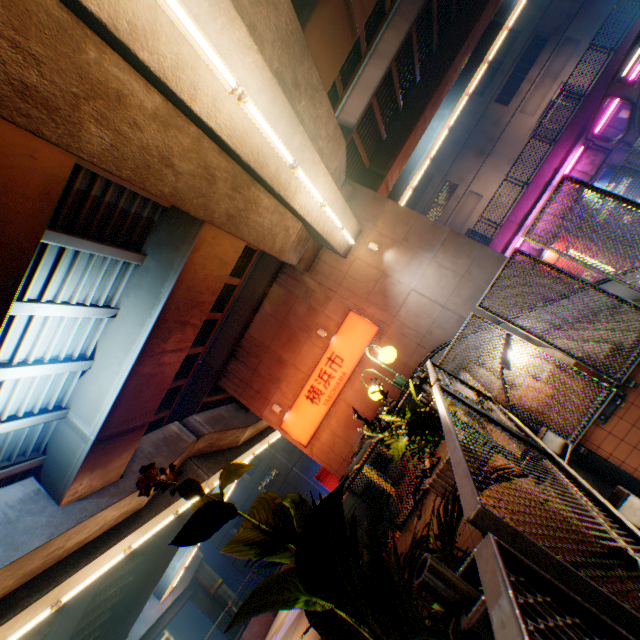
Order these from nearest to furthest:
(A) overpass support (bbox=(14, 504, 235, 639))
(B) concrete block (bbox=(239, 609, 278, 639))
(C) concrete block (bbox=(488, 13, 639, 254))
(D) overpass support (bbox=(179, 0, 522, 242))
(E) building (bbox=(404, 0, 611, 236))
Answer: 1. (D) overpass support (bbox=(179, 0, 522, 242))
2. (B) concrete block (bbox=(239, 609, 278, 639))
3. (C) concrete block (bbox=(488, 13, 639, 254))
4. (A) overpass support (bbox=(14, 504, 235, 639))
5. (E) building (bbox=(404, 0, 611, 236))

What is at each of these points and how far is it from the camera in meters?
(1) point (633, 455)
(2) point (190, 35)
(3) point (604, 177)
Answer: (1) steps, 5.1 m
(2) street lamp, 4.3 m
(3) billboard, 15.7 m

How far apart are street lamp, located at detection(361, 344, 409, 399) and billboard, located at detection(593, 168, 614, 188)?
15.9m

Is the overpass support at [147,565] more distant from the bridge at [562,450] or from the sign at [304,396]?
the sign at [304,396]

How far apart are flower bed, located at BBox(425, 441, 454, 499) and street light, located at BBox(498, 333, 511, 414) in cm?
56

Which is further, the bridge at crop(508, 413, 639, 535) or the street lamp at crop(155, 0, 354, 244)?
the street lamp at crop(155, 0, 354, 244)

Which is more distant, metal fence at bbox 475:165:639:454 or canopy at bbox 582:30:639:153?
canopy at bbox 582:30:639:153

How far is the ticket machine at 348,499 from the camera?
6.82m
